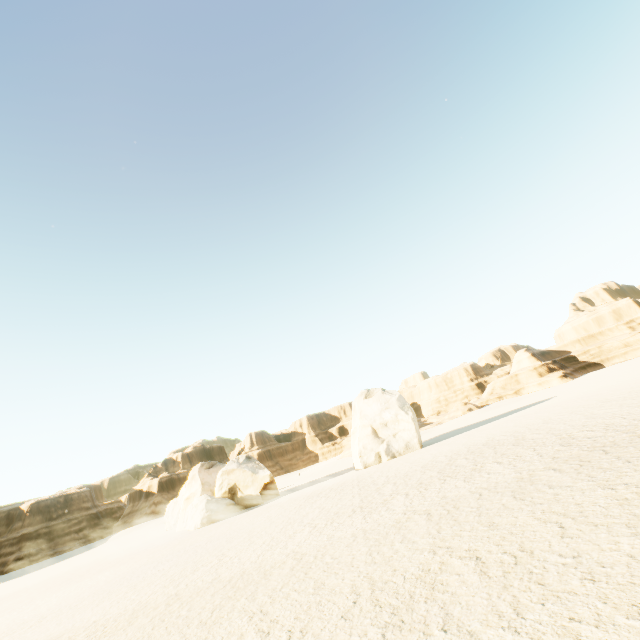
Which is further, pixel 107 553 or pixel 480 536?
pixel 107 553

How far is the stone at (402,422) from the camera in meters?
29.7 m

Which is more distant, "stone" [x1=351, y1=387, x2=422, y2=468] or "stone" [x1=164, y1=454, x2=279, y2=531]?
"stone" [x1=351, y1=387, x2=422, y2=468]

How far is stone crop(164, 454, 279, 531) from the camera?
27.71m

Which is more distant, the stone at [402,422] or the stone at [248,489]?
the stone at [402,422]

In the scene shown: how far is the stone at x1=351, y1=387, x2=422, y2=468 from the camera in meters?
29.7 m
